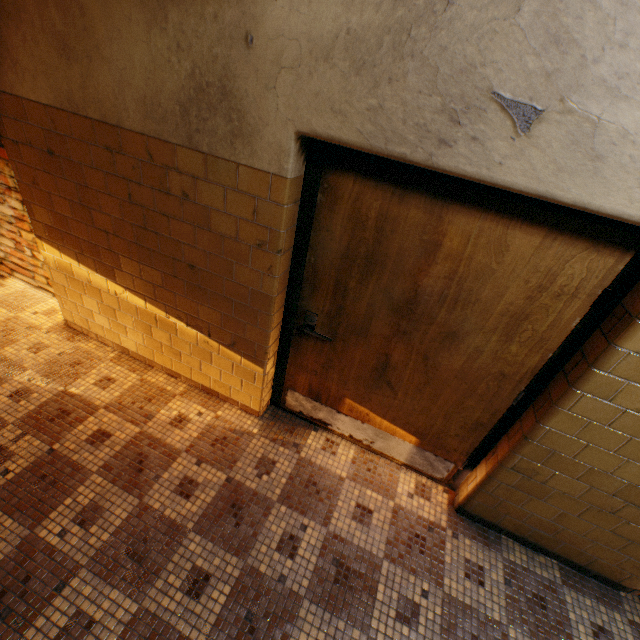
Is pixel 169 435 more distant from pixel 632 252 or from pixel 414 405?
pixel 632 252
